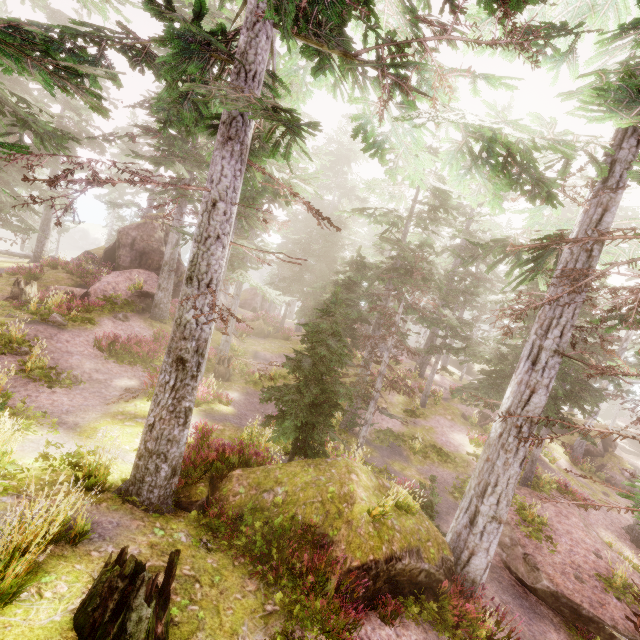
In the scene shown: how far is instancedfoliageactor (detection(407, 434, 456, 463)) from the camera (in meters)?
→ 18.42

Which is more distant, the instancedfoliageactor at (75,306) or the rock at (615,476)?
the rock at (615,476)

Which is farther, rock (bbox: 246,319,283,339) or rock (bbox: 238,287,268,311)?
rock (bbox: 238,287,268,311)

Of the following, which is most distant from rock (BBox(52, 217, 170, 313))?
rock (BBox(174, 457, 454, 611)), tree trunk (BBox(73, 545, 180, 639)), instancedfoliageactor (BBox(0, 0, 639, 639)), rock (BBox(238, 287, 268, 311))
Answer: tree trunk (BBox(73, 545, 180, 639))

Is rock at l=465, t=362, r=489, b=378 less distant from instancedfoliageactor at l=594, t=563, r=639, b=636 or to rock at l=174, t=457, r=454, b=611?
instancedfoliageactor at l=594, t=563, r=639, b=636

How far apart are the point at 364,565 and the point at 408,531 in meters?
1.8 m

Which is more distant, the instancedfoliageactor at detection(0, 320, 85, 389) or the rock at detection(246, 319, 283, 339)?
the rock at detection(246, 319, 283, 339)

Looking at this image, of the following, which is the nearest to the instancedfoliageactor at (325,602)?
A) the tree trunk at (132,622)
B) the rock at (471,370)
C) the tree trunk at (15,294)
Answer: the rock at (471,370)
